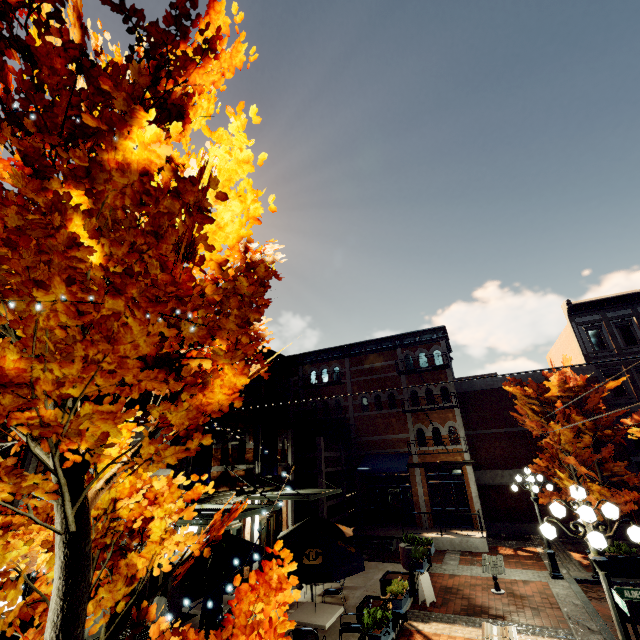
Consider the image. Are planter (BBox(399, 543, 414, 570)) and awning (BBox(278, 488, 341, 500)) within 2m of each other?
no

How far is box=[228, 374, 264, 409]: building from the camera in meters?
14.3 m

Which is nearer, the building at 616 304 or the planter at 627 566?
the planter at 627 566

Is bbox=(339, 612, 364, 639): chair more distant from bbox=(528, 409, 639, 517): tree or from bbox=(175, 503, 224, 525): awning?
bbox=(528, 409, 639, 517): tree

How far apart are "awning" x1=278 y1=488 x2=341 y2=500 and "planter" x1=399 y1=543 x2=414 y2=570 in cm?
398

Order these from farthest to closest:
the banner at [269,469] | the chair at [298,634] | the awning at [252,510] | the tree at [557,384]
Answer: the banner at [269,469] → the tree at [557,384] → the awning at [252,510] → the chair at [298,634]

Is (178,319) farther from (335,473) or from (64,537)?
(335,473)

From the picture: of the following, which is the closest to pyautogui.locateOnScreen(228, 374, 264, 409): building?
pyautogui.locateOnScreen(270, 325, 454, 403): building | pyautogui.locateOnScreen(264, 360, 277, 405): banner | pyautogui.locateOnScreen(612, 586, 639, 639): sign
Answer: pyautogui.locateOnScreen(264, 360, 277, 405): banner
